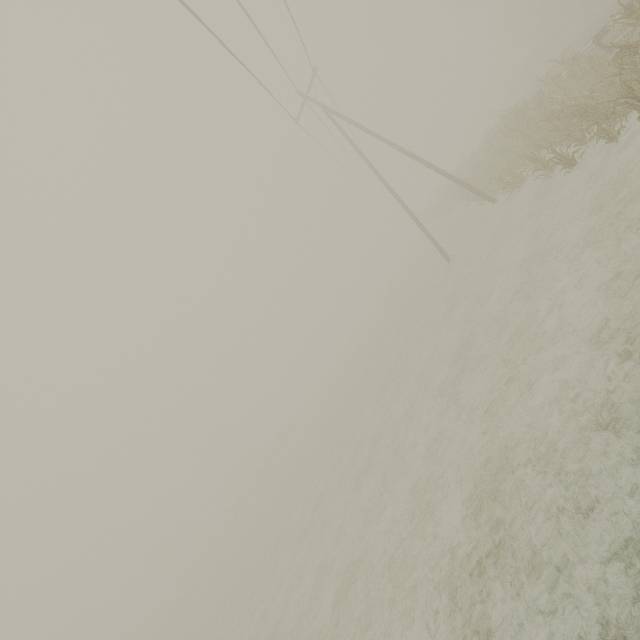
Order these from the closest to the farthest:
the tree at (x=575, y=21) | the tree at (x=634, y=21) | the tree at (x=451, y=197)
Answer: the tree at (x=634, y=21) → the tree at (x=575, y=21) → the tree at (x=451, y=197)

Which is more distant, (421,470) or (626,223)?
(421,470)

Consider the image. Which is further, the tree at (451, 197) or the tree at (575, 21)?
the tree at (451, 197)

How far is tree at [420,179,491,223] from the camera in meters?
22.8

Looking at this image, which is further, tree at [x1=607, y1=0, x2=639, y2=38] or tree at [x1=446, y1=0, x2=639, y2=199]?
tree at [x1=446, y1=0, x2=639, y2=199]

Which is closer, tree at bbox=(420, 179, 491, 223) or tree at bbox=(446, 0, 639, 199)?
tree at bbox=(446, 0, 639, 199)

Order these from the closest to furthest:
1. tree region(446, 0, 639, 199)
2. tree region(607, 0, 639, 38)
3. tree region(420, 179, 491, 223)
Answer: tree region(607, 0, 639, 38)
tree region(446, 0, 639, 199)
tree region(420, 179, 491, 223)
